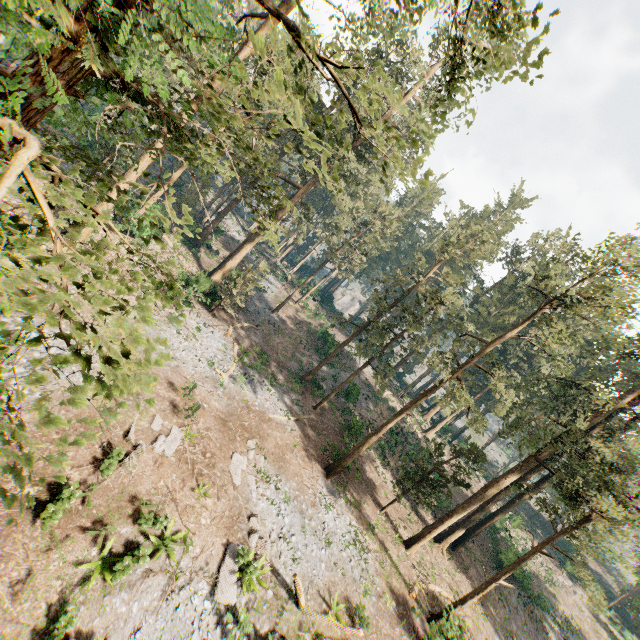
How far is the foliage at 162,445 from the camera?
14.5m

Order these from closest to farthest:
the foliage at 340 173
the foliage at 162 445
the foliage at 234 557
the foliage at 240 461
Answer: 1. the foliage at 340 173
2. the foliage at 234 557
3. the foliage at 162 445
4. the foliage at 240 461

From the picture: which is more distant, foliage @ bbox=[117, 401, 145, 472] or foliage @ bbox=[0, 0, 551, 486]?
foliage @ bbox=[117, 401, 145, 472]

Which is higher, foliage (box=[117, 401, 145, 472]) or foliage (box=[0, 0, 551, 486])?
foliage (box=[0, 0, 551, 486])

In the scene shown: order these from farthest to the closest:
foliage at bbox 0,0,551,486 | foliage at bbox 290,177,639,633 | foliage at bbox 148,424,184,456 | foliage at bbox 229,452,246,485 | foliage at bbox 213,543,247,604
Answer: foliage at bbox 290,177,639,633, foliage at bbox 229,452,246,485, foliage at bbox 148,424,184,456, foliage at bbox 213,543,247,604, foliage at bbox 0,0,551,486

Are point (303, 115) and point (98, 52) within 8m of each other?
yes

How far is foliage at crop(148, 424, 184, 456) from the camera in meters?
14.5
